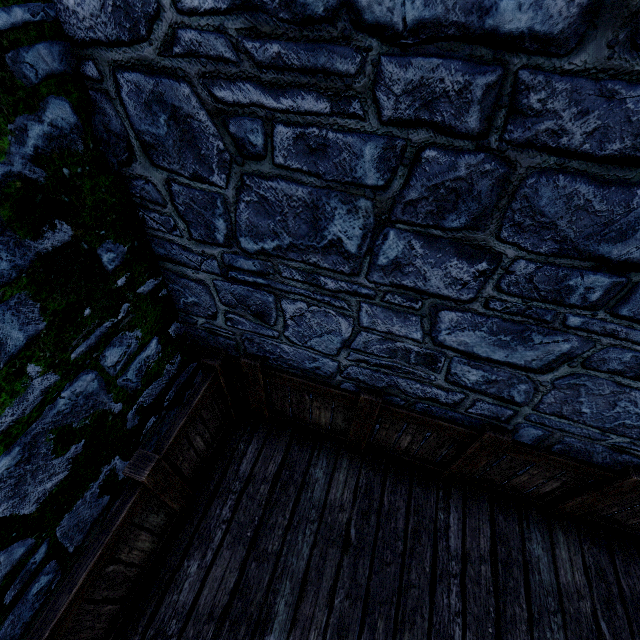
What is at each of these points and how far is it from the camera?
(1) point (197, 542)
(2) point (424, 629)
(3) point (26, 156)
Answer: (1) building tower, 2.7 meters
(2) stairs, 2.4 meters
(3) building tower, 1.3 meters

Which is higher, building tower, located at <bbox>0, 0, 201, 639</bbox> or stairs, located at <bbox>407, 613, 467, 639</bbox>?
building tower, located at <bbox>0, 0, 201, 639</bbox>

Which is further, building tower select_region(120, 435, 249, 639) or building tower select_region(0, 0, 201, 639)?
building tower select_region(120, 435, 249, 639)

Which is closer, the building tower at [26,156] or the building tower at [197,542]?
the building tower at [26,156]

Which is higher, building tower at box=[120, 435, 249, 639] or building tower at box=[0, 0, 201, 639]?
building tower at box=[0, 0, 201, 639]

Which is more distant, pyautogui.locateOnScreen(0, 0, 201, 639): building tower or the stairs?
the stairs

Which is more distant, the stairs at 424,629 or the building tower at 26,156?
the stairs at 424,629
